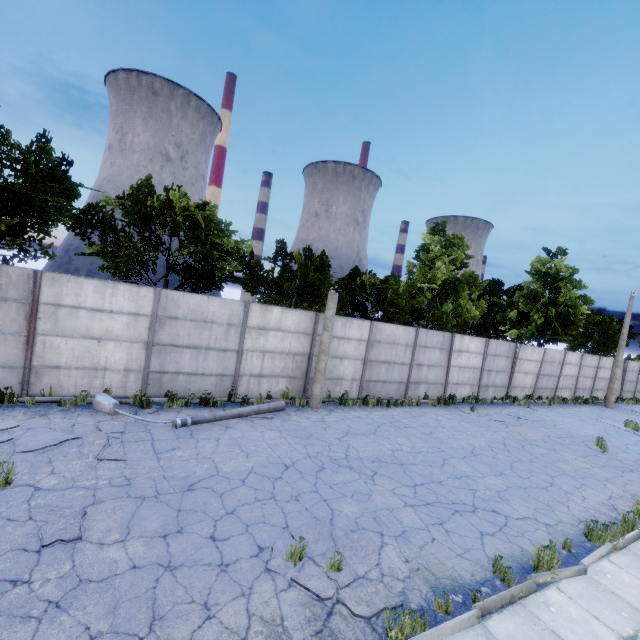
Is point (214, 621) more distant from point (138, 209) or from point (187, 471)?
point (138, 209)

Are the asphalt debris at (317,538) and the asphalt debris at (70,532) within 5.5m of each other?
yes

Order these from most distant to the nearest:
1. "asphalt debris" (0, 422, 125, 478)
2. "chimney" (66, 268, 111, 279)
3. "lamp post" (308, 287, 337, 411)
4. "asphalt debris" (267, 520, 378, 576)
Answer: "chimney" (66, 268, 111, 279) → "lamp post" (308, 287, 337, 411) → "asphalt debris" (0, 422, 125, 478) → "asphalt debris" (267, 520, 378, 576)

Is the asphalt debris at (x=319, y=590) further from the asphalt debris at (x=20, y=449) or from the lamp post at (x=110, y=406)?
the lamp post at (x=110, y=406)

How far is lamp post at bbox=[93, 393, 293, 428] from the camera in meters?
8.9

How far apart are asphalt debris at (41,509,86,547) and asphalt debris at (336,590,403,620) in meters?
2.9 m

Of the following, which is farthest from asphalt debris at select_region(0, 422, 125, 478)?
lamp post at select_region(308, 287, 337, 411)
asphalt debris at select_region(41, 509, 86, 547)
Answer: lamp post at select_region(308, 287, 337, 411)

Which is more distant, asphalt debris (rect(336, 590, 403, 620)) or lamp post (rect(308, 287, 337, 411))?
lamp post (rect(308, 287, 337, 411))
